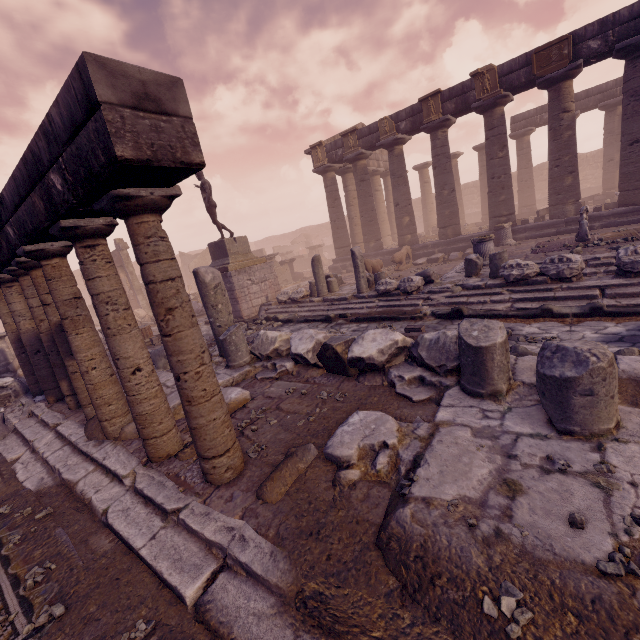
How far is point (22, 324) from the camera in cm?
588

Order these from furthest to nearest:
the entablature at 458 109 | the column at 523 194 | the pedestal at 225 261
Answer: the column at 523 194 < the entablature at 458 109 < the pedestal at 225 261

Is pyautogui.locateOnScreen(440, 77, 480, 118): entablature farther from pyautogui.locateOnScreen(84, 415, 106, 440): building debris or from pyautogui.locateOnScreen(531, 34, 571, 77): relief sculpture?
pyautogui.locateOnScreen(84, 415, 106, 440): building debris

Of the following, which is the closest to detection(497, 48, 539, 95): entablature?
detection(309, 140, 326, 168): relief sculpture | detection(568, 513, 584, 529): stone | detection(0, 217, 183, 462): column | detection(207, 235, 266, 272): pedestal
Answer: detection(309, 140, 326, 168): relief sculpture

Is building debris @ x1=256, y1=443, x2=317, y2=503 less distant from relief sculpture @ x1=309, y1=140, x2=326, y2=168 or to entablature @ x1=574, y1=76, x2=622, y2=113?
entablature @ x1=574, y1=76, x2=622, y2=113

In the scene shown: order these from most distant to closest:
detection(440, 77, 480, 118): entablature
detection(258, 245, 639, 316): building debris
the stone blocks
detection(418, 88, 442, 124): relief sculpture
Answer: detection(418, 88, 442, 124): relief sculpture < detection(440, 77, 480, 118): entablature < detection(258, 245, 639, 316): building debris < the stone blocks

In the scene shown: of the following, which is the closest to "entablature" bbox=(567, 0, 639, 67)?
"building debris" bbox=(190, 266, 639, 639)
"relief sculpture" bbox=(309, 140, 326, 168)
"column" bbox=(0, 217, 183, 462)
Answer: "relief sculpture" bbox=(309, 140, 326, 168)

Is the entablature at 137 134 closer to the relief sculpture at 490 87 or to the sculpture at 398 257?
the sculpture at 398 257
